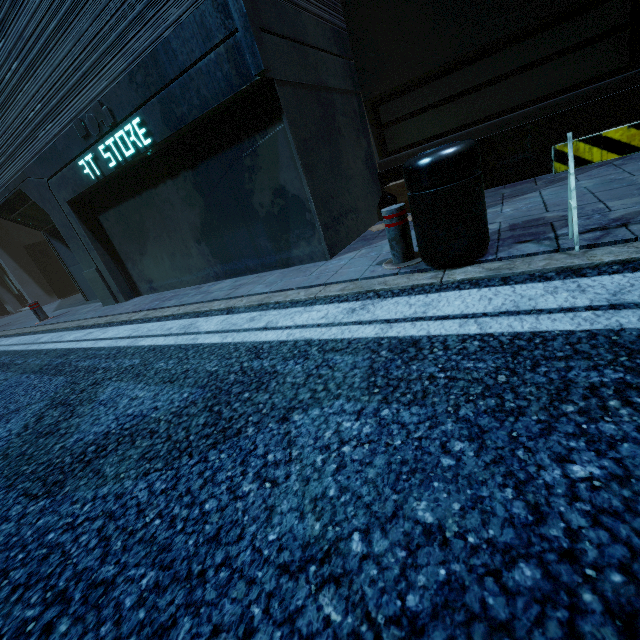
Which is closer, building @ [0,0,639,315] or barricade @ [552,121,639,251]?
barricade @ [552,121,639,251]

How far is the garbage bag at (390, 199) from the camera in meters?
5.8

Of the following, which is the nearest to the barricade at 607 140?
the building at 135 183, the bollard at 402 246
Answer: the bollard at 402 246

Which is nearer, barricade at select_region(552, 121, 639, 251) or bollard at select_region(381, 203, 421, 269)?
barricade at select_region(552, 121, 639, 251)

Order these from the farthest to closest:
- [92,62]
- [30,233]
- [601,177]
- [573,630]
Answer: [30,233] < [92,62] < [601,177] < [573,630]

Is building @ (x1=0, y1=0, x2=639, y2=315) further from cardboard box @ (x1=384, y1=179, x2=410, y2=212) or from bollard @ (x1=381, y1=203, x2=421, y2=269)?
bollard @ (x1=381, y1=203, x2=421, y2=269)

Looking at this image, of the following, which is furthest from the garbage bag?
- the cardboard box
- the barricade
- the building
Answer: the barricade

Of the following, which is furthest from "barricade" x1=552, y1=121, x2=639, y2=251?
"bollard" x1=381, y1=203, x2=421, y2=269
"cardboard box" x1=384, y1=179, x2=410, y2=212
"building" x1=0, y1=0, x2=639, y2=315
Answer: "cardboard box" x1=384, y1=179, x2=410, y2=212
